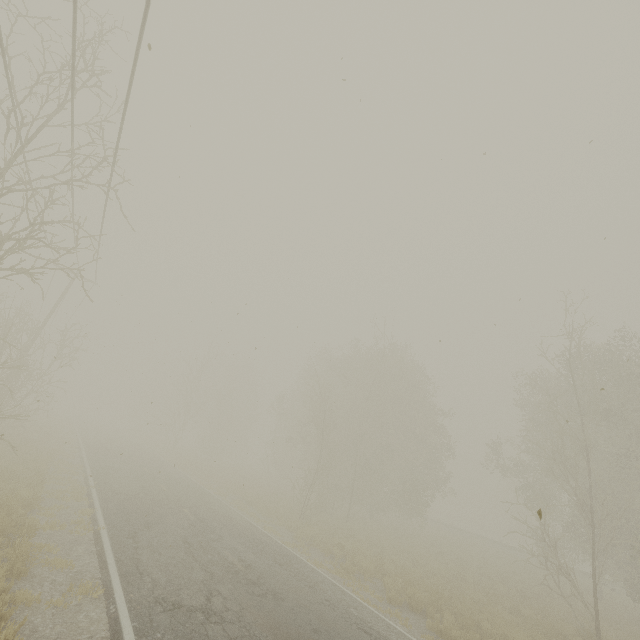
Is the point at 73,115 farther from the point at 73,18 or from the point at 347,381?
the point at 347,381
